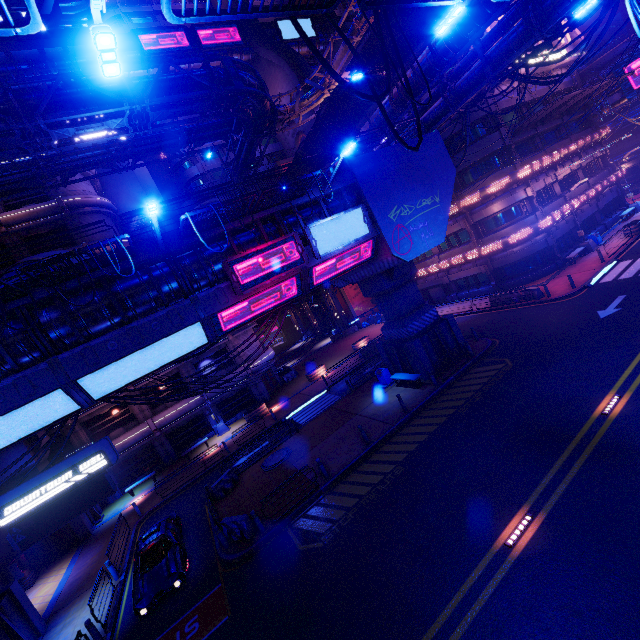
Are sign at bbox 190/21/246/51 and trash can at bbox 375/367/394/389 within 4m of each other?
no

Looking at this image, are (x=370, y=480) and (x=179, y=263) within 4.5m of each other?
no

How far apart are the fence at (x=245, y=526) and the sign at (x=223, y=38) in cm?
5559

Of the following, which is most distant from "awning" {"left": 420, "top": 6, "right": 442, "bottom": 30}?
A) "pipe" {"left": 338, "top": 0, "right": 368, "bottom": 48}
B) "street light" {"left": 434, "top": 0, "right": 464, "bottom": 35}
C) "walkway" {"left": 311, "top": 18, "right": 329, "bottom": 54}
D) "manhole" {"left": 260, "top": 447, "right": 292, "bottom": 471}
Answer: "walkway" {"left": 311, "top": 18, "right": 329, "bottom": 54}

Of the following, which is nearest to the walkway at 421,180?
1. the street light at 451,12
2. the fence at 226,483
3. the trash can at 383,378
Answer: the trash can at 383,378

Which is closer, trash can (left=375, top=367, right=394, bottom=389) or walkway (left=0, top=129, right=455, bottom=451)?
walkway (left=0, top=129, right=455, bottom=451)

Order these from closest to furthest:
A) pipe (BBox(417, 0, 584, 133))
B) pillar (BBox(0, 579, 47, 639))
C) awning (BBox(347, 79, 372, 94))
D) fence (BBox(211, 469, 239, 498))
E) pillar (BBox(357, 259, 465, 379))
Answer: pillar (BBox(0, 579, 47, 639)) < pipe (BBox(417, 0, 584, 133)) < fence (BBox(211, 469, 239, 498)) < pillar (BBox(357, 259, 465, 379)) < awning (BBox(347, 79, 372, 94))

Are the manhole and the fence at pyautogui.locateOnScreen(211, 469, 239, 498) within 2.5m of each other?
yes
